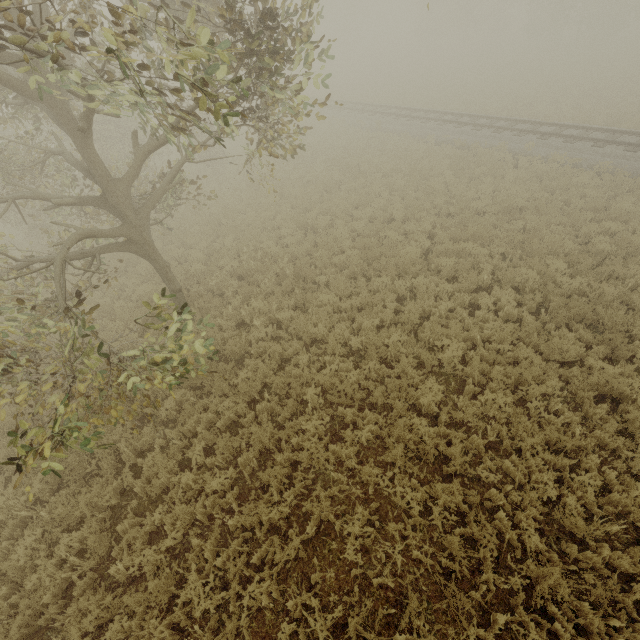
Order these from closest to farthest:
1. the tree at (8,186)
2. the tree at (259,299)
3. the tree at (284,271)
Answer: the tree at (8,186), the tree at (259,299), the tree at (284,271)

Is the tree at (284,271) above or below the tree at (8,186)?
below

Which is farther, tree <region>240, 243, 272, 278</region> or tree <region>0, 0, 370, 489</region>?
tree <region>240, 243, 272, 278</region>

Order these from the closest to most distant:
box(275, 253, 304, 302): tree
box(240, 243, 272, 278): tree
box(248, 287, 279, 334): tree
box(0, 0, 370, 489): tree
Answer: box(0, 0, 370, 489): tree, box(248, 287, 279, 334): tree, box(275, 253, 304, 302): tree, box(240, 243, 272, 278): tree

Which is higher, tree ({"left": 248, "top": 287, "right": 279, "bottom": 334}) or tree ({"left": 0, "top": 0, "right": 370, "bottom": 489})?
tree ({"left": 0, "top": 0, "right": 370, "bottom": 489})

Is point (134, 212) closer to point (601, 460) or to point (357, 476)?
point (357, 476)
